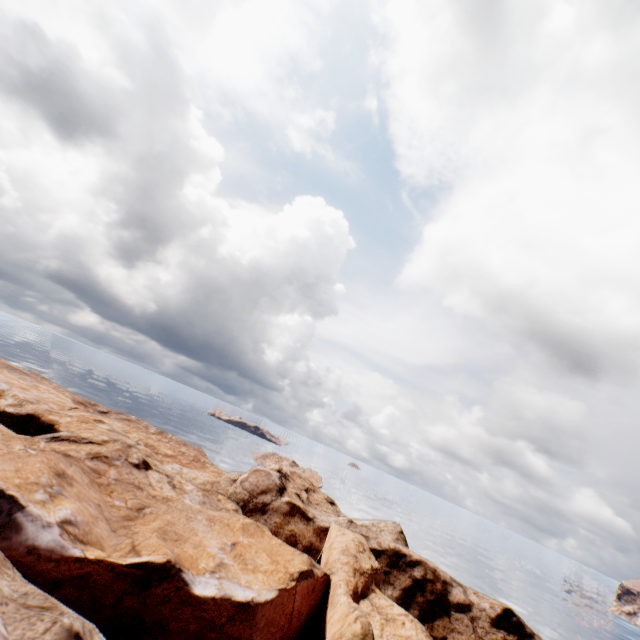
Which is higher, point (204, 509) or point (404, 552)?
point (404, 552)
